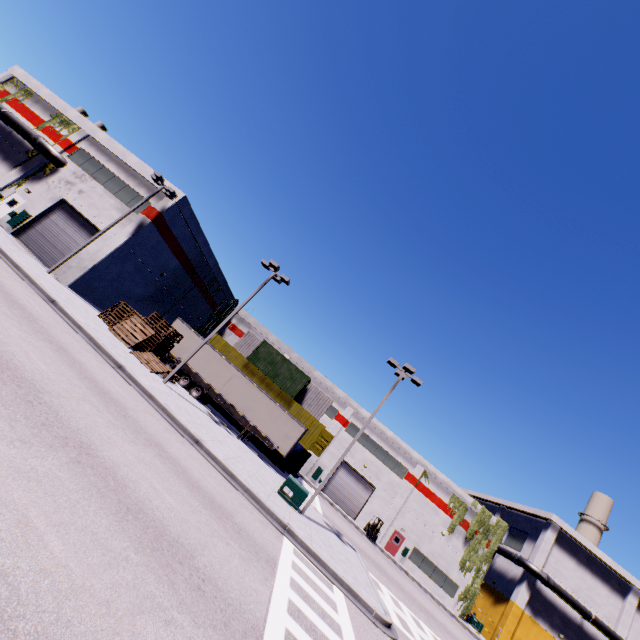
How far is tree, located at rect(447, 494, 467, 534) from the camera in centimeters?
3753cm

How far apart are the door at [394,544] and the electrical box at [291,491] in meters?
26.0

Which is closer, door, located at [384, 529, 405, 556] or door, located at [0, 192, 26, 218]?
door, located at [0, 192, 26, 218]

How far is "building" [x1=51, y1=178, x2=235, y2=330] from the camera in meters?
23.8 m

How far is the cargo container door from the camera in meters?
30.2 m

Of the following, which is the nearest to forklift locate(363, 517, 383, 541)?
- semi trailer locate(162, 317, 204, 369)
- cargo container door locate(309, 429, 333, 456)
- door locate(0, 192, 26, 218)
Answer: cargo container door locate(309, 429, 333, 456)

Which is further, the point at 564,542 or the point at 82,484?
the point at 564,542

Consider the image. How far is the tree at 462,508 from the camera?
37.5 meters
